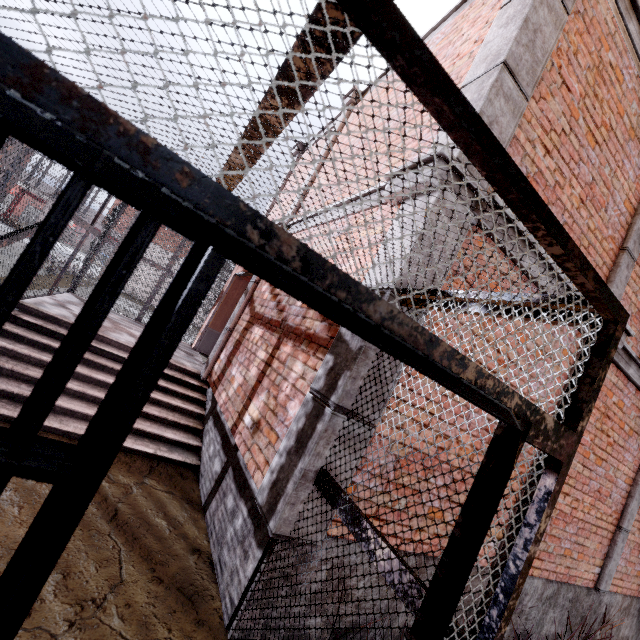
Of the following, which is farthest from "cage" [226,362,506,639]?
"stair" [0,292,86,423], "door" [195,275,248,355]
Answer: "door" [195,275,248,355]

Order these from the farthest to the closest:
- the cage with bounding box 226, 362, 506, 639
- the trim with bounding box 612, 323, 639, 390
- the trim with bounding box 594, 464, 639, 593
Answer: the trim with bounding box 594, 464, 639, 593, the trim with bounding box 612, 323, 639, 390, the cage with bounding box 226, 362, 506, 639

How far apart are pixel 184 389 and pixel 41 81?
5.5 meters

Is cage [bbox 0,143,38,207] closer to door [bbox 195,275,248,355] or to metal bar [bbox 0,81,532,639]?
metal bar [bbox 0,81,532,639]

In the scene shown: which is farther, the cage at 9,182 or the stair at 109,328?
the stair at 109,328

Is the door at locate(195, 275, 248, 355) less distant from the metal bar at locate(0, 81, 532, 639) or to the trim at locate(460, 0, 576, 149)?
the trim at locate(460, 0, 576, 149)

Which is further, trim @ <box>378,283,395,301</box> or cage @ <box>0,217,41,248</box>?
cage @ <box>0,217,41,248</box>

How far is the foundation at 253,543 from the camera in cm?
239
